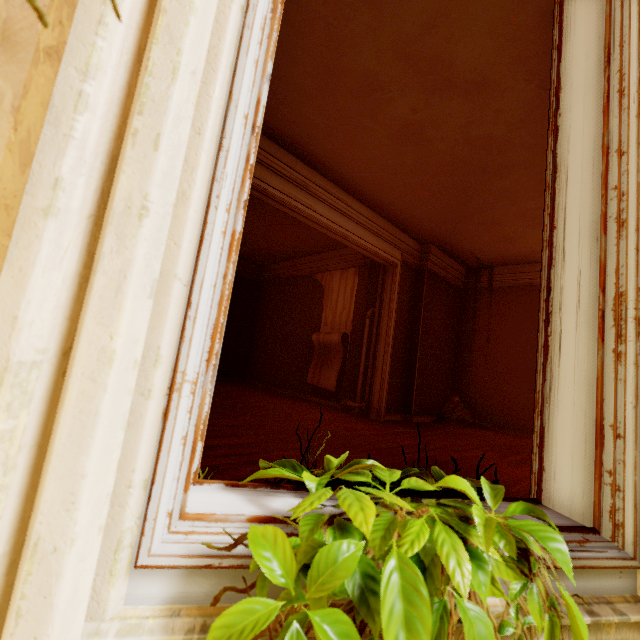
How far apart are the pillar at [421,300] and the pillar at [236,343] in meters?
5.4

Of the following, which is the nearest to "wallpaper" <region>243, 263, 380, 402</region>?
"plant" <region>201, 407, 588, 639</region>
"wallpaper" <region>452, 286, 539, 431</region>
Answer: "wallpaper" <region>452, 286, 539, 431</region>

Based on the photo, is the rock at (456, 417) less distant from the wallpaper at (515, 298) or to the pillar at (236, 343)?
the wallpaper at (515, 298)

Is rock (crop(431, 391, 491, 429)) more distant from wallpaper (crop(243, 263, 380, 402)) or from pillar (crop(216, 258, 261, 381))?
pillar (crop(216, 258, 261, 381))

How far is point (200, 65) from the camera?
0.6 meters

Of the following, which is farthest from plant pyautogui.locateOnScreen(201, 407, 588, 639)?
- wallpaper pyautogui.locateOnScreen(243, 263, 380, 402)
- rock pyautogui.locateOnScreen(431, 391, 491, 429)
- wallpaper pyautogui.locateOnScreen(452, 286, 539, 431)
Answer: rock pyautogui.locateOnScreen(431, 391, 491, 429)

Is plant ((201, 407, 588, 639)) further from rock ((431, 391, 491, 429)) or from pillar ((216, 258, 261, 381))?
pillar ((216, 258, 261, 381))

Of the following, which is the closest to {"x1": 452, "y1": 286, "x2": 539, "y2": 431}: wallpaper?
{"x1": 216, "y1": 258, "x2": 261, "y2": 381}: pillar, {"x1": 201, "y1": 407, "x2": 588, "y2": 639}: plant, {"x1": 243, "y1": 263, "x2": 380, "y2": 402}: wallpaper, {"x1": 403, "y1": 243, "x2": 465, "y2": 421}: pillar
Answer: {"x1": 403, "y1": 243, "x2": 465, "y2": 421}: pillar
